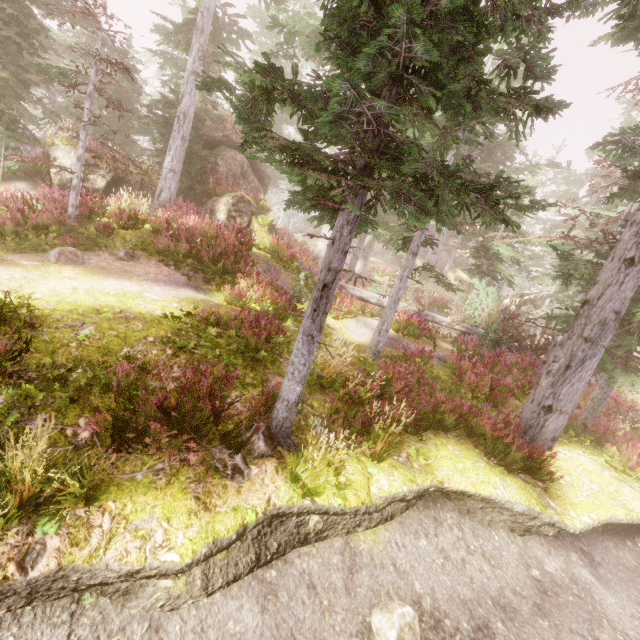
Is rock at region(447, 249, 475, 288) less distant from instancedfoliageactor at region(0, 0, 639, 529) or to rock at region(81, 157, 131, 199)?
instancedfoliageactor at region(0, 0, 639, 529)

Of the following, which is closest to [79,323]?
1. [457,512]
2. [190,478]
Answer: [190,478]

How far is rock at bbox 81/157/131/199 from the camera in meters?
14.7 m

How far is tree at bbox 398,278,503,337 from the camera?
14.41m

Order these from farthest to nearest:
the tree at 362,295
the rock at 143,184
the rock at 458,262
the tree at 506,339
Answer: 1. the rock at 458,262
2. the rock at 143,184
3. the tree at 362,295
4. the tree at 506,339

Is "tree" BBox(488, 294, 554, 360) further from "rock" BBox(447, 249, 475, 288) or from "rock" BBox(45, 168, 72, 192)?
"rock" BBox(447, 249, 475, 288)

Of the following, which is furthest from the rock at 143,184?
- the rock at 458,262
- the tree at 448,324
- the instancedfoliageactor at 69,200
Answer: the rock at 458,262
